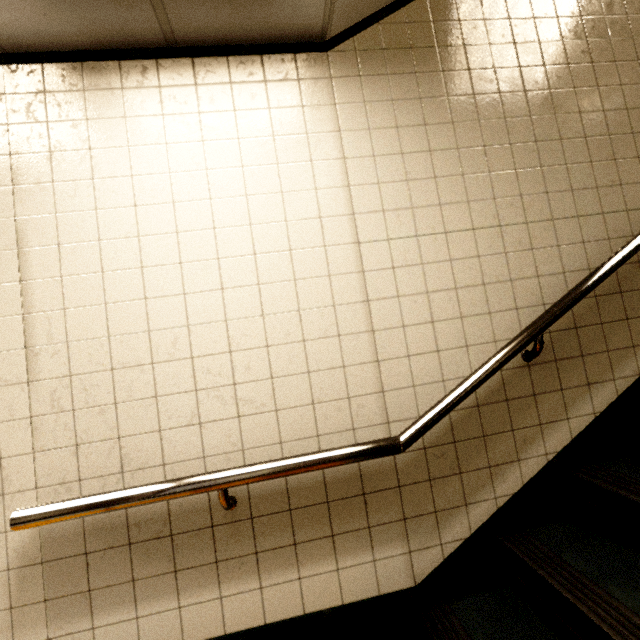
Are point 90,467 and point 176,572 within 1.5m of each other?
yes
